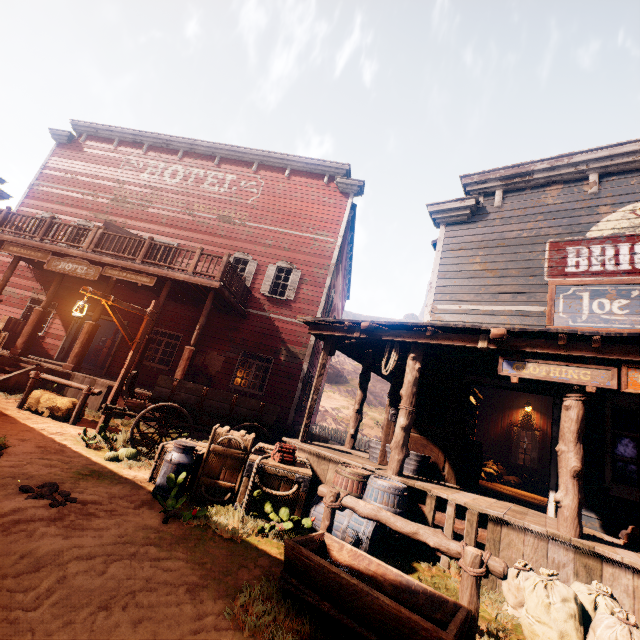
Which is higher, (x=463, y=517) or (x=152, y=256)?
(x=152, y=256)

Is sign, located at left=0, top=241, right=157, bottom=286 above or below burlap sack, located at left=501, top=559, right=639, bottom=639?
above

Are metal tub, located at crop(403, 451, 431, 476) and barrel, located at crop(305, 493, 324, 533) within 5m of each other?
yes

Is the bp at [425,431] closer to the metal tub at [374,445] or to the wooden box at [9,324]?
the metal tub at [374,445]

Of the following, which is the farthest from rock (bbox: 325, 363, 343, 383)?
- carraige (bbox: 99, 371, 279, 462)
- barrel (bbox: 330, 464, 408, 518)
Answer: barrel (bbox: 330, 464, 408, 518)

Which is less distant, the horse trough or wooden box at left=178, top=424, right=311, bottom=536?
the horse trough

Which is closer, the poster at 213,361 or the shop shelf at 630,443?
the shop shelf at 630,443

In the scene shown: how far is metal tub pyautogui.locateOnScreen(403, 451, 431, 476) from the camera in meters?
6.5 m
